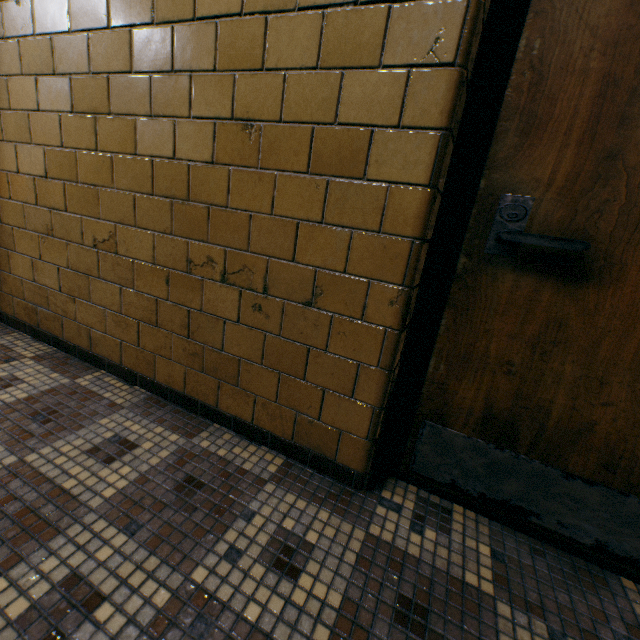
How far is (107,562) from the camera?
0.9m
